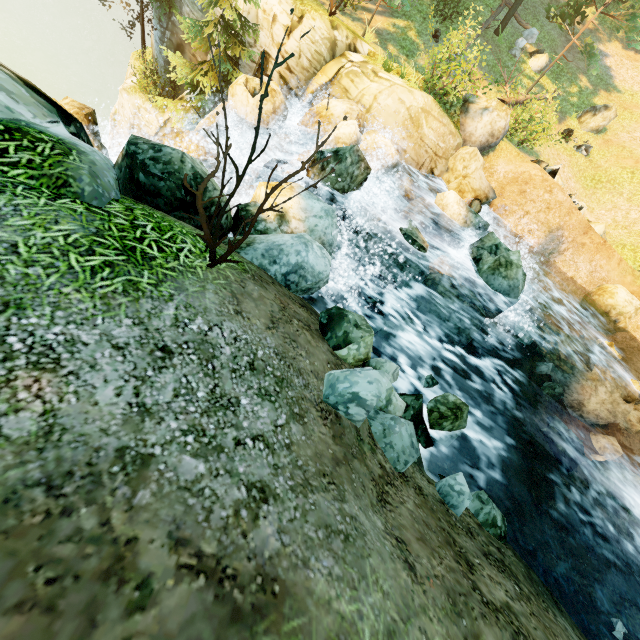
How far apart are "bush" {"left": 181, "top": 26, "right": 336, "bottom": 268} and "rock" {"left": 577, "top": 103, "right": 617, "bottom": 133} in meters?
25.1 m

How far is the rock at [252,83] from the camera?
11.8m

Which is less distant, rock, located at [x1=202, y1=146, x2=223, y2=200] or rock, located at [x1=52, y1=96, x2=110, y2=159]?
rock, located at [x1=202, y1=146, x2=223, y2=200]

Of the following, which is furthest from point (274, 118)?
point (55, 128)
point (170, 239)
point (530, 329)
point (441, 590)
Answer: point (441, 590)

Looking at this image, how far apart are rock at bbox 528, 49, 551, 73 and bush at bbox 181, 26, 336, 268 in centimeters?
2536cm

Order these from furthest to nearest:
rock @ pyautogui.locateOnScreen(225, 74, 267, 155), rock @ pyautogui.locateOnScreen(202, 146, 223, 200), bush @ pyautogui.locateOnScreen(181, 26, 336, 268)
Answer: rock @ pyautogui.locateOnScreen(225, 74, 267, 155), rock @ pyautogui.locateOnScreen(202, 146, 223, 200), bush @ pyautogui.locateOnScreen(181, 26, 336, 268)

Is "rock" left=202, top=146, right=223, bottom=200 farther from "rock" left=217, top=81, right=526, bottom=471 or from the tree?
the tree

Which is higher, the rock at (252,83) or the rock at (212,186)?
the rock at (212,186)
